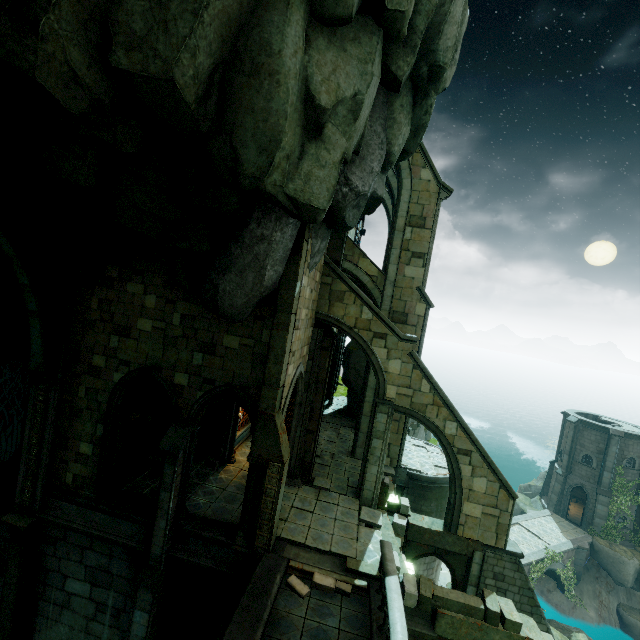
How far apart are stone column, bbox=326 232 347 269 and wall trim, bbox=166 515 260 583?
10.8m

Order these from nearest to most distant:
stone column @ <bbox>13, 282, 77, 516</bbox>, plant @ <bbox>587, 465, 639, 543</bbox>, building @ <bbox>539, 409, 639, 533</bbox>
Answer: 1. stone column @ <bbox>13, 282, 77, 516</bbox>
2. plant @ <bbox>587, 465, 639, 543</bbox>
3. building @ <bbox>539, 409, 639, 533</bbox>

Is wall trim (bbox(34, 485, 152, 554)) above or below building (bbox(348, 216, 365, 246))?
below

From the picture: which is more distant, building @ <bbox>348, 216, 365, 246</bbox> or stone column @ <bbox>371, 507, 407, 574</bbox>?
building @ <bbox>348, 216, 365, 246</bbox>

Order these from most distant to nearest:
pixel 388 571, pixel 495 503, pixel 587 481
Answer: pixel 587 481 → pixel 495 503 → pixel 388 571

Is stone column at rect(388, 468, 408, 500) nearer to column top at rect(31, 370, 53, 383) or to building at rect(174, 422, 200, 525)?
building at rect(174, 422, 200, 525)

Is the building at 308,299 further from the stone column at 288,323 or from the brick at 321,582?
the brick at 321,582

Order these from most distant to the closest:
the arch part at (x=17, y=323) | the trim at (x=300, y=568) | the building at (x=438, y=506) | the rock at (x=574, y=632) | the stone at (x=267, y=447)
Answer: the rock at (x=574, y=632)
the building at (x=438, y=506)
the arch part at (x=17, y=323)
the stone at (x=267, y=447)
the trim at (x=300, y=568)
